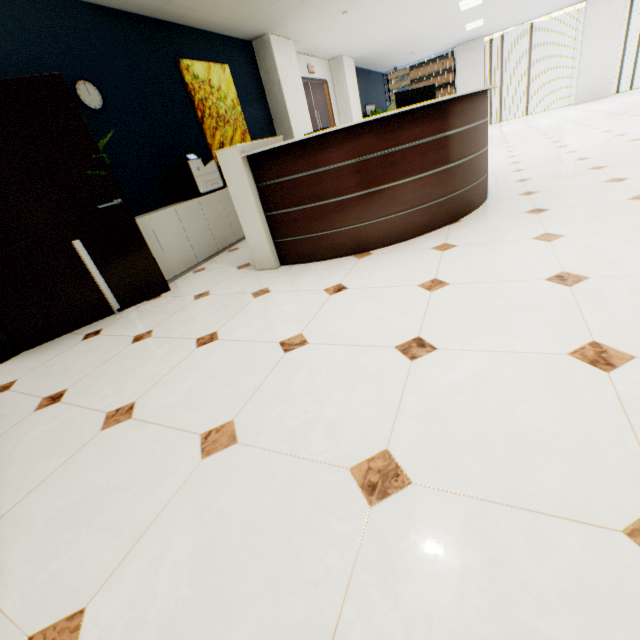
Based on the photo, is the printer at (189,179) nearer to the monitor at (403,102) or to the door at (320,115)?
the monitor at (403,102)

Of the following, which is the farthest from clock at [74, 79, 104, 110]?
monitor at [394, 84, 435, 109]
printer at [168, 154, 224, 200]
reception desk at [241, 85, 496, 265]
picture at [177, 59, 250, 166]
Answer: monitor at [394, 84, 435, 109]

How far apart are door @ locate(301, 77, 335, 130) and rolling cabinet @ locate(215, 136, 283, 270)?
5.1 meters

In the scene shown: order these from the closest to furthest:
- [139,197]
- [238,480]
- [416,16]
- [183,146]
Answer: [238,480] < [139,197] < [183,146] < [416,16]

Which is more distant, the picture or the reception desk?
the picture

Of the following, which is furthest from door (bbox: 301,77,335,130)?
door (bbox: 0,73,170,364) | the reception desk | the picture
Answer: door (bbox: 0,73,170,364)

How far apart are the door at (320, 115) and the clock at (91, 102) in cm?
516

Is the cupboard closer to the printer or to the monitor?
the printer
